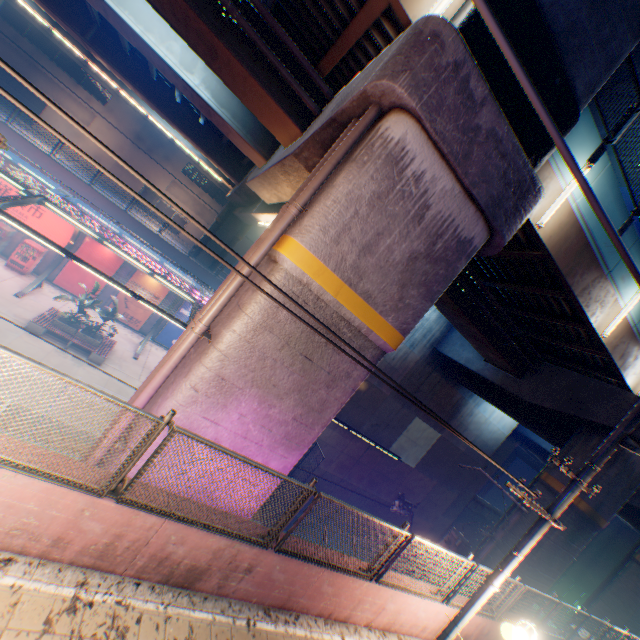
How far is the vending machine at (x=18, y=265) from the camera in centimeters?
2032cm

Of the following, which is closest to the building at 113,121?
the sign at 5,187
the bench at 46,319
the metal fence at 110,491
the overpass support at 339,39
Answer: the overpass support at 339,39

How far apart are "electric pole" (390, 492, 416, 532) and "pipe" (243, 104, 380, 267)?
11.8 meters

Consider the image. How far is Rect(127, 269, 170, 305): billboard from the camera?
23.8 meters

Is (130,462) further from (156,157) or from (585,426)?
(156,157)

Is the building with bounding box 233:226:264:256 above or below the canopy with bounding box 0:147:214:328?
above

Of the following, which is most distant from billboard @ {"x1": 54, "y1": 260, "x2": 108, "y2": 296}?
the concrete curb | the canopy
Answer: the concrete curb

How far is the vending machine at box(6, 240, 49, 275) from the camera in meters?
20.3
